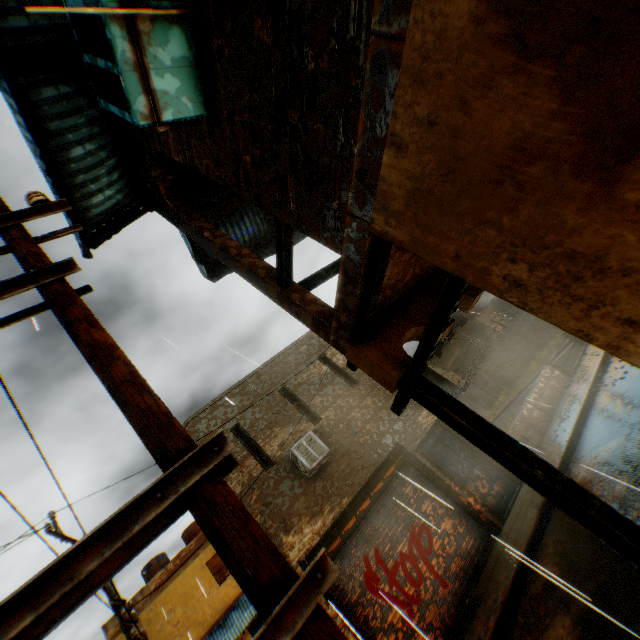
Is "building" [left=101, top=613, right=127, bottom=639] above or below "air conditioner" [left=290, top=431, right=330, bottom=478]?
above

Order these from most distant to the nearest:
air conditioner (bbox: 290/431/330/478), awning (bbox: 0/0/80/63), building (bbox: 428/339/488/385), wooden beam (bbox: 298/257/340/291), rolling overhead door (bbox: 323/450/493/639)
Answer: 1. building (bbox: 428/339/488/385)
2. air conditioner (bbox: 290/431/330/478)
3. rolling overhead door (bbox: 323/450/493/639)
4. wooden beam (bbox: 298/257/340/291)
5. awning (bbox: 0/0/80/63)

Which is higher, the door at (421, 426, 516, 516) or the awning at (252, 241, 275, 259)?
the awning at (252, 241, 275, 259)

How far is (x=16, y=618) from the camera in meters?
1.1

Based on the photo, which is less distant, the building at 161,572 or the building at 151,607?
the building at 151,607

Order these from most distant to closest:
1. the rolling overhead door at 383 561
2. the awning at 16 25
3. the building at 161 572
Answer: the building at 161 572, the rolling overhead door at 383 561, the awning at 16 25

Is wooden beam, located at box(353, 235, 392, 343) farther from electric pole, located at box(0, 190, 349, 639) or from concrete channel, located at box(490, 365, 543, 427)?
concrete channel, located at box(490, 365, 543, 427)

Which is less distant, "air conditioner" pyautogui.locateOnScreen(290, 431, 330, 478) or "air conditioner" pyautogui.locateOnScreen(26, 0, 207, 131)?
"air conditioner" pyautogui.locateOnScreen(26, 0, 207, 131)
